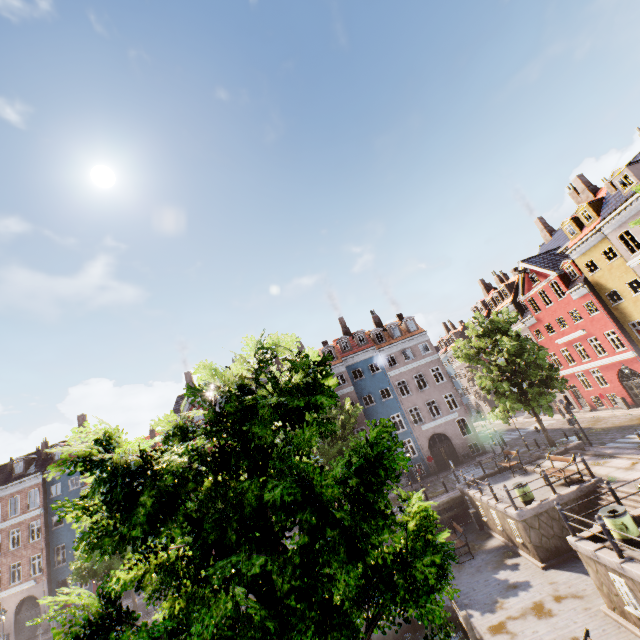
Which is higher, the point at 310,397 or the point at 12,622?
the point at 310,397

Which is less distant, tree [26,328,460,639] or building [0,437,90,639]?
tree [26,328,460,639]

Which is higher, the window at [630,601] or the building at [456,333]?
the building at [456,333]

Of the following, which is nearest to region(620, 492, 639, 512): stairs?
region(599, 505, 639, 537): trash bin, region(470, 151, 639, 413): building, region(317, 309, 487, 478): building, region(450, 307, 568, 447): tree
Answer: region(599, 505, 639, 537): trash bin

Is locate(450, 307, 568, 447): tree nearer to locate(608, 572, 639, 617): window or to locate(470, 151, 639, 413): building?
locate(470, 151, 639, 413): building

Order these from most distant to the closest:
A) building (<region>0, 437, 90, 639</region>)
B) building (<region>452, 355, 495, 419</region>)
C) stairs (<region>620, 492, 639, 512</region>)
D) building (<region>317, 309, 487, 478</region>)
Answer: building (<region>452, 355, 495, 419</region>), building (<region>317, 309, 487, 478</region>), building (<region>0, 437, 90, 639</region>), stairs (<region>620, 492, 639, 512</region>)

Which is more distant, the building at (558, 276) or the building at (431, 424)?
the building at (431, 424)

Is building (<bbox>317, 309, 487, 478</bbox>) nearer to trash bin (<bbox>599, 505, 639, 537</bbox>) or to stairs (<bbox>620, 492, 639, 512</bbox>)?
stairs (<bbox>620, 492, 639, 512</bbox>)
